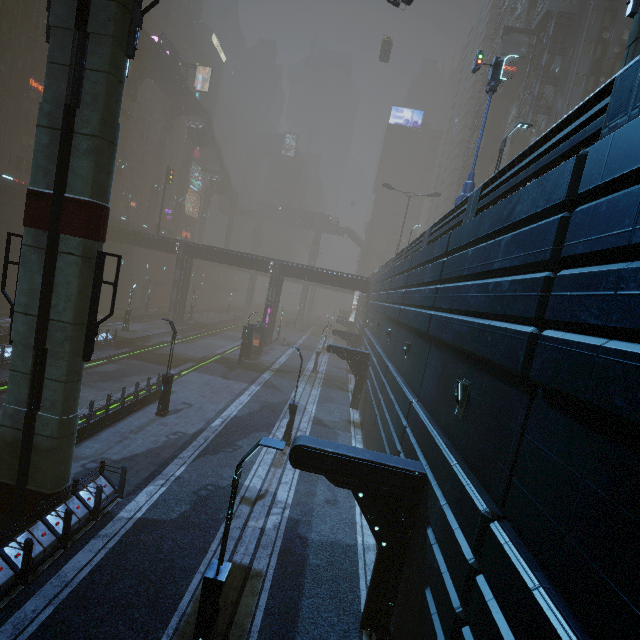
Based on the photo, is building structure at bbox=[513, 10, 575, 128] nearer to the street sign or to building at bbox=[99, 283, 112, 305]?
building at bbox=[99, 283, 112, 305]

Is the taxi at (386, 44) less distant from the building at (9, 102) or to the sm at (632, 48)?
the sm at (632, 48)

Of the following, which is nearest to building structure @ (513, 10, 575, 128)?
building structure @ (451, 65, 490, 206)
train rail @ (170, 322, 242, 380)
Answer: building structure @ (451, 65, 490, 206)

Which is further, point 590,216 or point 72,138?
point 72,138

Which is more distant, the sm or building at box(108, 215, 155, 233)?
building at box(108, 215, 155, 233)

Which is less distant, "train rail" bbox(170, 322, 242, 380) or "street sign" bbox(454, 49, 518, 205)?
"street sign" bbox(454, 49, 518, 205)

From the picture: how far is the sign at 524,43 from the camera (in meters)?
35.50

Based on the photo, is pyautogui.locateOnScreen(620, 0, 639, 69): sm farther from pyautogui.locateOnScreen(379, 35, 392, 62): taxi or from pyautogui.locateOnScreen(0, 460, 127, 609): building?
pyautogui.locateOnScreen(379, 35, 392, 62): taxi
